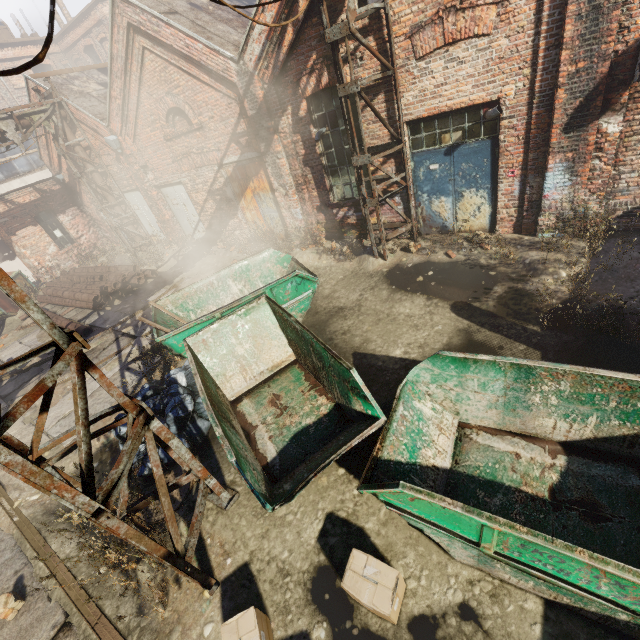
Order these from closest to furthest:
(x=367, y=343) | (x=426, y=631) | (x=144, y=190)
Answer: (x=426, y=631)
(x=367, y=343)
(x=144, y=190)

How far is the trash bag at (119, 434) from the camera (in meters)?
5.52

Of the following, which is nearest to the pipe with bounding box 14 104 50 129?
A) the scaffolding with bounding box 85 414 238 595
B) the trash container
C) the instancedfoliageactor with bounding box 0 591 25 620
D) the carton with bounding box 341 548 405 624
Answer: the scaffolding with bounding box 85 414 238 595

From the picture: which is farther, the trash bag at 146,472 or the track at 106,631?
the trash bag at 146,472

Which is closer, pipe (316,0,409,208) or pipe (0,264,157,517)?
pipe (0,264,157,517)

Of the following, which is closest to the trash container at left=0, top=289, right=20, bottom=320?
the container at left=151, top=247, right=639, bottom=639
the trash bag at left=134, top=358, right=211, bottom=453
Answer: the container at left=151, top=247, right=639, bottom=639

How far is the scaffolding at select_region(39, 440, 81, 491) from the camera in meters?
3.2

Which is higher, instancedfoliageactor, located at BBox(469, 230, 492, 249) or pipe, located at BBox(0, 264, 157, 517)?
pipe, located at BBox(0, 264, 157, 517)
